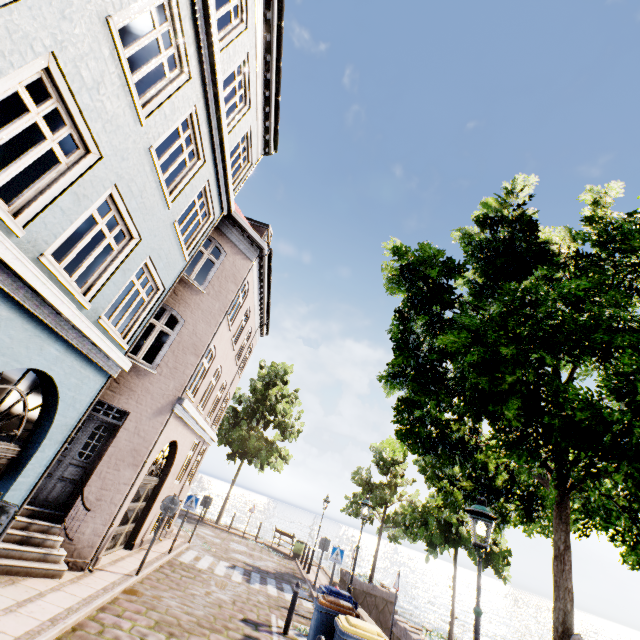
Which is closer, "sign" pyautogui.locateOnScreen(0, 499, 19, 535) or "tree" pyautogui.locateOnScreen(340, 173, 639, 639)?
"sign" pyautogui.locateOnScreen(0, 499, 19, 535)

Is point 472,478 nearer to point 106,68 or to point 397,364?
point 397,364

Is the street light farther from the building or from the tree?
the building

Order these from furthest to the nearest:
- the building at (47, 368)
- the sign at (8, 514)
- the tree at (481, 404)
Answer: the building at (47, 368)
the tree at (481, 404)
the sign at (8, 514)

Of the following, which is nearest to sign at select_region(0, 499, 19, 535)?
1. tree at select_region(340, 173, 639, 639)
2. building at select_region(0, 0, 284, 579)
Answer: building at select_region(0, 0, 284, 579)

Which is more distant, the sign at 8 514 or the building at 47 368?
the building at 47 368

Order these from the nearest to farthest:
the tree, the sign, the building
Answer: the sign, the tree, the building
